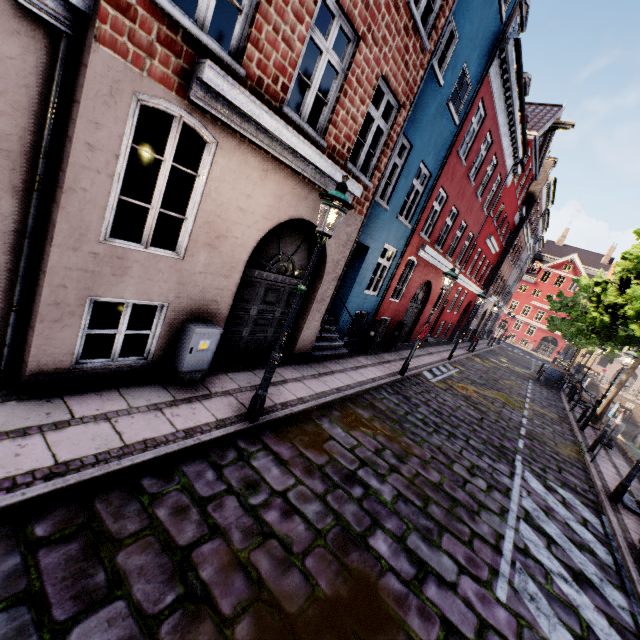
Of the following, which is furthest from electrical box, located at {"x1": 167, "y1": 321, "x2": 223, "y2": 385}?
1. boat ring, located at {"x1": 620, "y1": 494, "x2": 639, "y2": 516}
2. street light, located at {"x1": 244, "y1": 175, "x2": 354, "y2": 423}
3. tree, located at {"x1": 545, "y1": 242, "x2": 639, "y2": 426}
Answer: boat ring, located at {"x1": 620, "y1": 494, "x2": 639, "y2": 516}

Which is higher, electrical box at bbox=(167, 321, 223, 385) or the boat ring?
electrical box at bbox=(167, 321, 223, 385)

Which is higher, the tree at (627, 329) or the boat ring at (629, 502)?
the tree at (627, 329)

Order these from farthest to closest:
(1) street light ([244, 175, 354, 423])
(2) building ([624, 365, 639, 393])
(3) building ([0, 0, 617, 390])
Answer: (2) building ([624, 365, 639, 393])
(1) street light ([244, 175, 354, 423])
(3) building ([0, 0, 617, 390])

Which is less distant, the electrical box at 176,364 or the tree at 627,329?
Answer: the electrical box at 176,364

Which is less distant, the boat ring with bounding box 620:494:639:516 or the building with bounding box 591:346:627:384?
the boat ring with bounding box 620:494:639:516

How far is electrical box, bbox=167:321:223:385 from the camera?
5.21m

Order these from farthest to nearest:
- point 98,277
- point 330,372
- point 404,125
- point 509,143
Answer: point 509,143 → point 330,372 → point 404,125 → point 98,277
